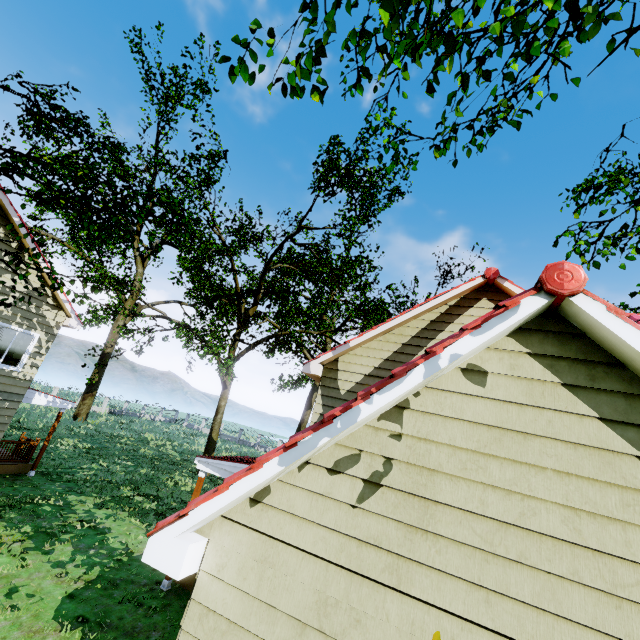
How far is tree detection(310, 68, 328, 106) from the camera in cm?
453

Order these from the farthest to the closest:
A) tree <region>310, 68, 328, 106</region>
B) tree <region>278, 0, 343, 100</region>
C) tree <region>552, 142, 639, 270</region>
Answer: tree <region>552, 142, 639, 270</region> → tree <region>310, 68, 328, 106</region> → tree <region>278, 0, 343, 100</region>

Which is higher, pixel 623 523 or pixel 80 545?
pixel 623 523

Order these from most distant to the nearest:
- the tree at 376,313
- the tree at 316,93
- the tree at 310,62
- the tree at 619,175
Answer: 1. the tree at 619,175
2. the tree at 376,313
3. the tree at 316,93
4. the tree at 310,62

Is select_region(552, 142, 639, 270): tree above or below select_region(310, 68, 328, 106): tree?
above

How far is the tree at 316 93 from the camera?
4.53m

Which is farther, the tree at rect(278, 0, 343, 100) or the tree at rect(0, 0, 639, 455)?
the tree at rect(0, 0, 639, 455)
